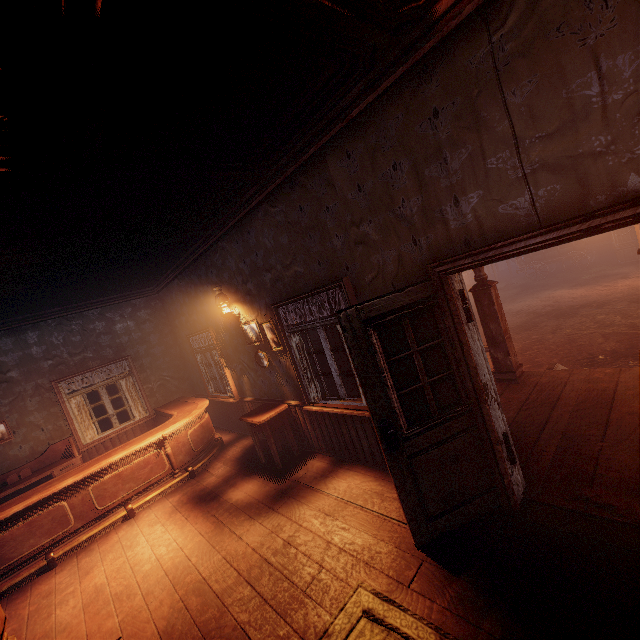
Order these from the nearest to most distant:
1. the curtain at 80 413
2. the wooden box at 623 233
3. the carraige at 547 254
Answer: the curtain at 80 413 < the wooden box at 623 233 < the carraige at 547 254

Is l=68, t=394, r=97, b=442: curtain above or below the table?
above

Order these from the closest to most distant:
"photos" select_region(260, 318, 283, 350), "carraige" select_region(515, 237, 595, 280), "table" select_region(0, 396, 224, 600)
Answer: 1. "table" select_region(0, 396, 224, 600)
2. "photos" select_region(260, 318, 283, 350)
3. "carraige" select_region(515, 237, 595, 280)

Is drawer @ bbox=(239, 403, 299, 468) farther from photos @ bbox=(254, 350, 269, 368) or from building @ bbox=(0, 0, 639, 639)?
photos @ bbox=(254, 350, 269, 368)

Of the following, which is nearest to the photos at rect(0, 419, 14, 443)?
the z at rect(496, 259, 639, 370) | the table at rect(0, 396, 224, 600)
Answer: the table at rect(0, 396, 224, 600)

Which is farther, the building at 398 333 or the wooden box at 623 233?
the wooden box at 623 233

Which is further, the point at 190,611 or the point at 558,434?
the point at 558,434

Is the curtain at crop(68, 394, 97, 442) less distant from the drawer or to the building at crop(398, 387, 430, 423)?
the building at crop(398, 387, 430, 423)
